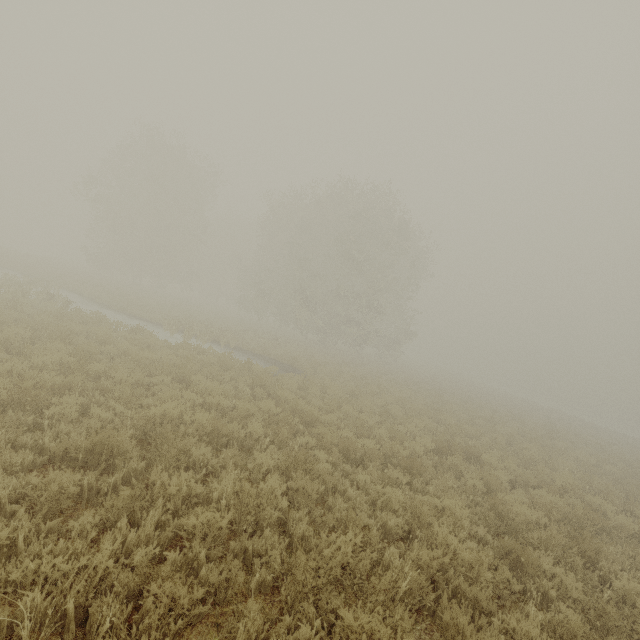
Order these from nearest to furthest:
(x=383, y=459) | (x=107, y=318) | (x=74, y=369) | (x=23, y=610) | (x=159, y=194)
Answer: (x=23, y=610)
(x=74, y=369)
(x=383, y=459)
(x=107, y=318)
(x=159, y=194)
